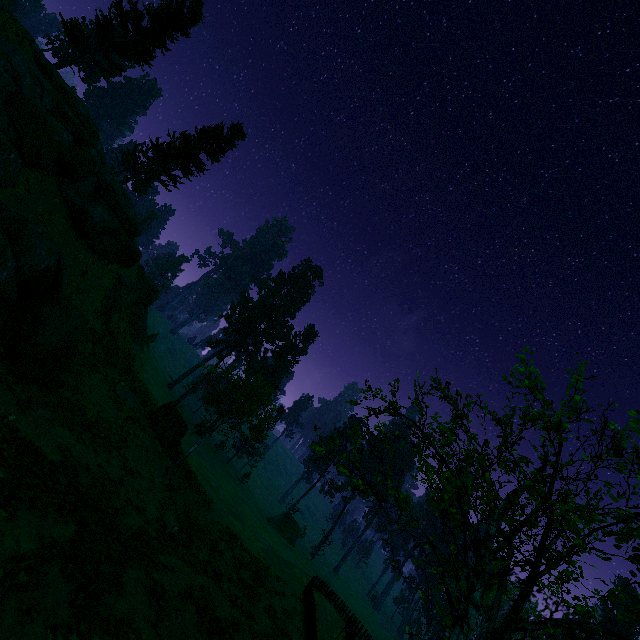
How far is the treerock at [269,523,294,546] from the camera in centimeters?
5861cm

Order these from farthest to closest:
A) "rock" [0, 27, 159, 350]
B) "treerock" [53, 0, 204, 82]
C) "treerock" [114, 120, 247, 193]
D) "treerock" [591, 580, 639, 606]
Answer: "treerock" [114, 120, 247, 193] < "treerock" [53, 0, 204, 82] < "rock" [0, 27, 159, 350] < "treerock" [591, 580, 639, 606]

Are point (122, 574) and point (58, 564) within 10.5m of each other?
yes

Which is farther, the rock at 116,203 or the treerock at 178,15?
the treerock at 178,15

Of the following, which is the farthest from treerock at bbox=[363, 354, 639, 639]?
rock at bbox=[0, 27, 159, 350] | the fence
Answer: the fence

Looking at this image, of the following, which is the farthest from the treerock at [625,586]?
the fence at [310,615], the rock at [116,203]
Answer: the fence at [310,615]

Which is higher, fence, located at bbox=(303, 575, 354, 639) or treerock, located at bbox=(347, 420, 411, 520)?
treerock, located at bbox=(347, 420, 411, 520)
